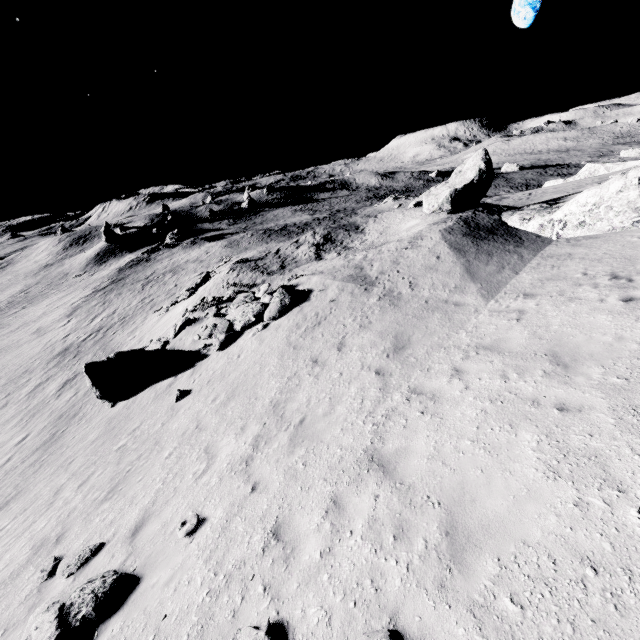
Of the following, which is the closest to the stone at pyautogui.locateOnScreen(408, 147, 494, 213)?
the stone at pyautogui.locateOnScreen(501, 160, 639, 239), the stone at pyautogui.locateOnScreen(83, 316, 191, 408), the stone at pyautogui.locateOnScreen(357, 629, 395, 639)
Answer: the stone at pyautogui.locateOnScreen(501, 160, 639, 239)

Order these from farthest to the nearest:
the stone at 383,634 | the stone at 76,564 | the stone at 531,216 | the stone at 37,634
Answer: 1. the stone at 531,216
2. the stone at 76,564
3. the stone at 37,634
4. the stone at 383,634

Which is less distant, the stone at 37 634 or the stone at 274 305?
the stone at 37 634

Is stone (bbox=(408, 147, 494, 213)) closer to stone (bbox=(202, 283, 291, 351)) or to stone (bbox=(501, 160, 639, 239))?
stone (bbox=(501, 160, 639, 239))

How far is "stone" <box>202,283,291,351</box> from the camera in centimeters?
1490cm

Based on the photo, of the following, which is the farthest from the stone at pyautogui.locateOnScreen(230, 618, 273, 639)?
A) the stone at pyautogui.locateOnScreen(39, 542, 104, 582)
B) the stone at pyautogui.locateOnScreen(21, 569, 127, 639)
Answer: the stone at pyautogui.locateOnScreen(39, 542, 104, 582)

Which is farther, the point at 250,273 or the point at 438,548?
the point at 250,273

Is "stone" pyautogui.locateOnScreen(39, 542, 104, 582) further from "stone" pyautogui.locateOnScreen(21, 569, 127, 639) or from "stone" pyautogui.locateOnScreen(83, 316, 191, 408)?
"stone" pyautogui.locateOnScreen(83, 316, 191, 408)
